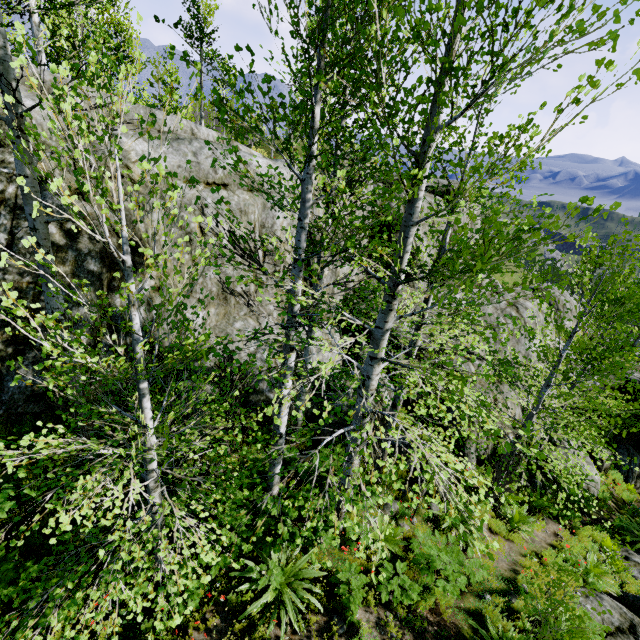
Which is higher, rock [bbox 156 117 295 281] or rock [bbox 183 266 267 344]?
rock [bbox 156 117 295 281]

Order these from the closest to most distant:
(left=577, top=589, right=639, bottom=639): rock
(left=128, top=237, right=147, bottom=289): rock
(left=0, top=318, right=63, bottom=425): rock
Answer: (left=0, top=318, right=63, bottom=425): rock
(left=577, top=589, right=639, bottom=639): rock
(left=128, top=237, right=147, bottom=289): rock

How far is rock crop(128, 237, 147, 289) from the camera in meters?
7.4 m

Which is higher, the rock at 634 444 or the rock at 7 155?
the rock at 7 155

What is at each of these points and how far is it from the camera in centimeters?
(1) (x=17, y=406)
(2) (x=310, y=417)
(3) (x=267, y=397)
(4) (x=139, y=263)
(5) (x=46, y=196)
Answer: (1) rock, 557cm
(2) rock, 904cm
(3) rock, 811cm
(4) rock, 750cm
(5) rock, 613cm

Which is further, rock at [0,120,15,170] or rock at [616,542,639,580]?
rock at [616,542,639,580]

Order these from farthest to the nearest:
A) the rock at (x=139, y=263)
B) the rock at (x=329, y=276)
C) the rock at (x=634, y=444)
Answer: the rock at (x=634, y=444) < the rock at (x=329, y=276) < the rock at (x=139, y=263)
